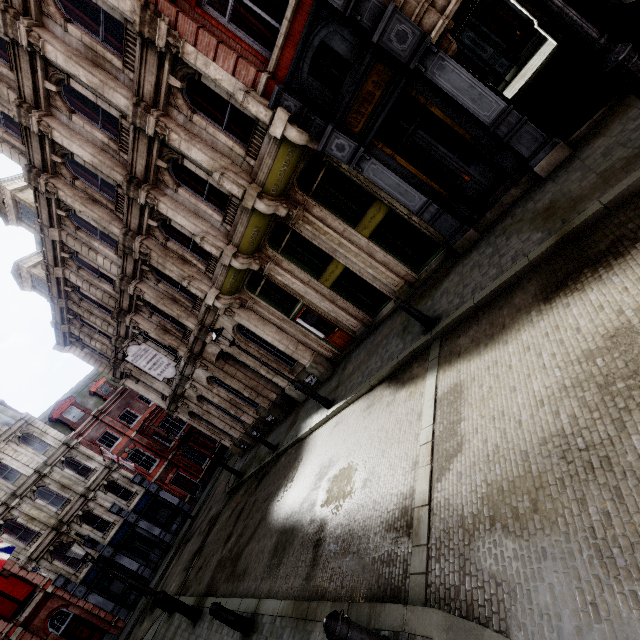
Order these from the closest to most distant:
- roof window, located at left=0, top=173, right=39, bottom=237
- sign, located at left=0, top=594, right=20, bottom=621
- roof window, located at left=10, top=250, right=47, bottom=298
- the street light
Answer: the street light
roof window, located at left=0, top=173, right=39, bottom=237
roof window, located at left=10, top=250, right=47, bottom=298
sign, located at left=0, top=594, right=20, bottom=621

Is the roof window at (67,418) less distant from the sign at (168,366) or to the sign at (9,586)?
the sign at (9,586)

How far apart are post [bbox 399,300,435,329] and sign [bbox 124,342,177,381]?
12.2m

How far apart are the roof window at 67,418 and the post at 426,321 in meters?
34.0

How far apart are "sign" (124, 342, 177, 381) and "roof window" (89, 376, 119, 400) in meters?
21.4 m

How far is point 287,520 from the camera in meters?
8.7

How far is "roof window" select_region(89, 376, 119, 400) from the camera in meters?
31.9

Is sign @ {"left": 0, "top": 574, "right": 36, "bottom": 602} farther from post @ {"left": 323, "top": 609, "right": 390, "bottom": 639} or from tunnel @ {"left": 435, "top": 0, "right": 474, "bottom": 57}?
tunnel @ {"left": 435, "top": 0, "right": 474, "bottom": 57}
